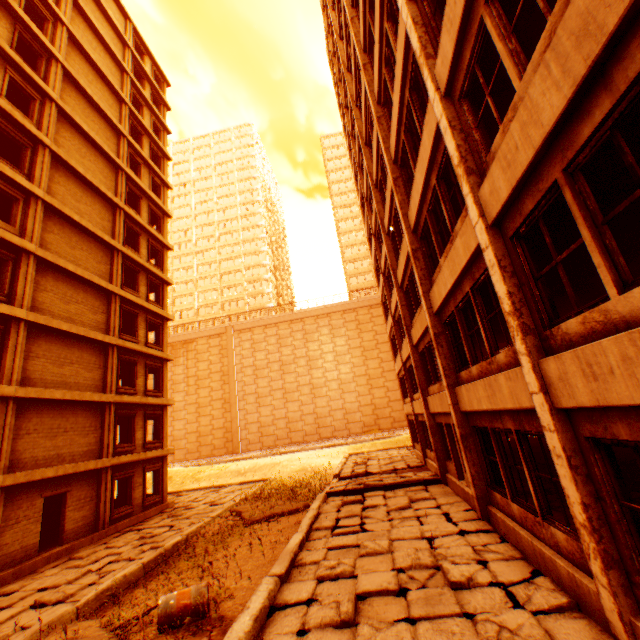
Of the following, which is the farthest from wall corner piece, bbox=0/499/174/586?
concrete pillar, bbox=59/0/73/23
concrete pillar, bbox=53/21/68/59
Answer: concrete pillar, bbox=59/0/73/23

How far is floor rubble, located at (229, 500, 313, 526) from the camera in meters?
13.0

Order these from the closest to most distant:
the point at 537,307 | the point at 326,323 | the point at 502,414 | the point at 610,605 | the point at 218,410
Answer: the point at 610,605
the point at 537,307
the point at 502,414
the point at 218,410
the point at 326,323

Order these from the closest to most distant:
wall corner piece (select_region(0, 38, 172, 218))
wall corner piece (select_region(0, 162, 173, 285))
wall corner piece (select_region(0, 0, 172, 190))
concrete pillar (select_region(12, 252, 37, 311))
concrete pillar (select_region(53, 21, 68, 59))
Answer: concrete pillar (select_region(12, 252, 37, 311))
wall corner piece (select_region(0, 162, 173, 285))
wall corner piece (select_region(0, 38, 172, 218))
wall corner piece (select_region(0, 0, 172, 190))
concrete pillar (select_region(53, 21, 68, 59))

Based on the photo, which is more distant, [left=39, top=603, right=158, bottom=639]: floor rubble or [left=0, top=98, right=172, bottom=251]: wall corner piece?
[left=0, top=98, right=172, bottom=251]: wall corner piece

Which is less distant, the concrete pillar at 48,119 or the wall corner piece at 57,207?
the wall corner piece at 57,207

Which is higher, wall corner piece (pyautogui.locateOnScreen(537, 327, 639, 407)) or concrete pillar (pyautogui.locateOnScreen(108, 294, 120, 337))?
concrete pillar (pyautogui.locateOnScreen(108, 294, 120, 337))

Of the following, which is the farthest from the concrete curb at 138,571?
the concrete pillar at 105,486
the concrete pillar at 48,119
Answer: the concrete pillar at 48,119
